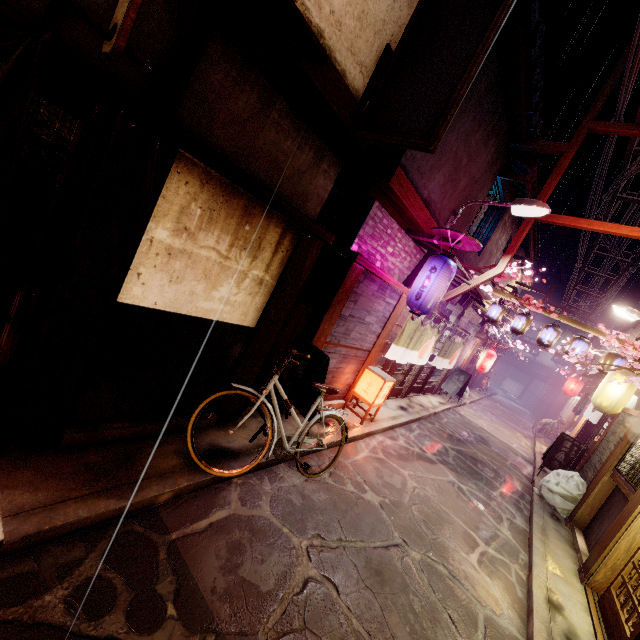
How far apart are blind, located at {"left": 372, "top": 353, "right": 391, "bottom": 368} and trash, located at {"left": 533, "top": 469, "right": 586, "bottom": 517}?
8.43m

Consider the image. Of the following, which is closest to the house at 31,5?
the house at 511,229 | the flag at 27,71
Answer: the flag at 27,71

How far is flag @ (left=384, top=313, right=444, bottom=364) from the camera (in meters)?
13.66

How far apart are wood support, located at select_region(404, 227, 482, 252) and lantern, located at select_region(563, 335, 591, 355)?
10.45m

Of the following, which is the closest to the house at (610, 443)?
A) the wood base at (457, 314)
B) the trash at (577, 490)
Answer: the trash at (577, 490)

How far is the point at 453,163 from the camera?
11.15m

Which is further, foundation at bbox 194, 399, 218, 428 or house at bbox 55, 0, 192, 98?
foundation at bbox 194, 399, 218, 428

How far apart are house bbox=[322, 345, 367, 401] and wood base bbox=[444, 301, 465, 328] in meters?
7.5 m
